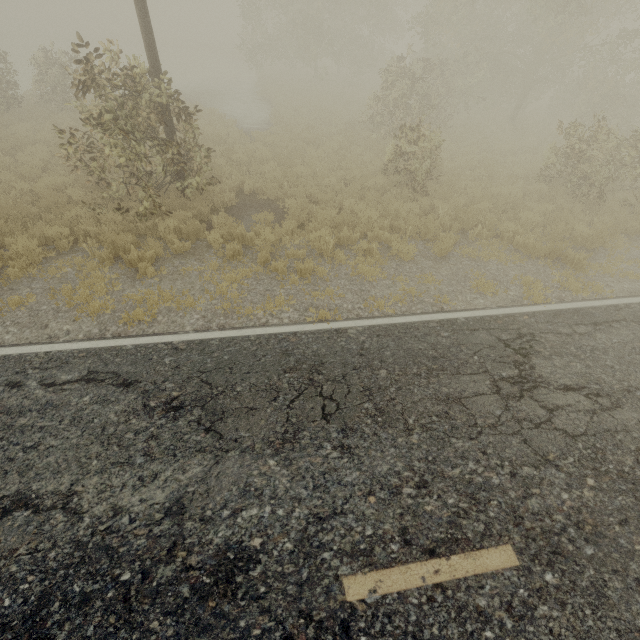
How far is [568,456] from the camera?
4.0 meters

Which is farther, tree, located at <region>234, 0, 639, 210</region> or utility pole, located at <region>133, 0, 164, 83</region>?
tree, located at <region>234, 0, 639, 210</region>

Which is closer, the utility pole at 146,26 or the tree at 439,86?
the utility pole at 146,26
